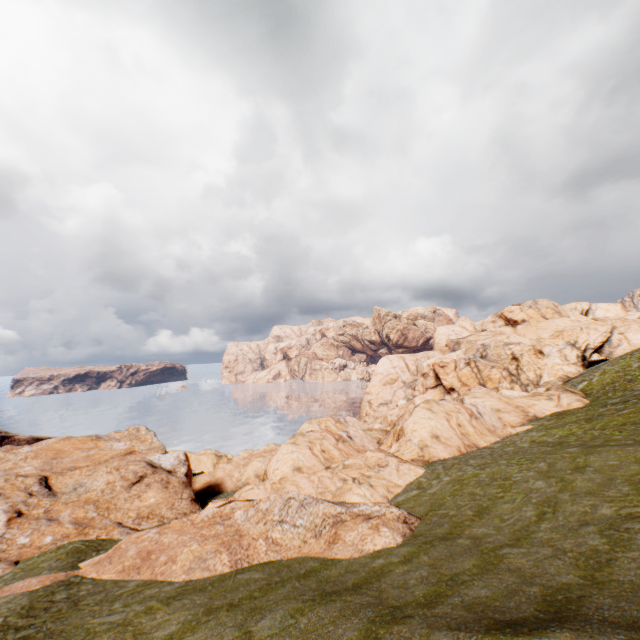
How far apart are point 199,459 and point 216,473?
16.27m
